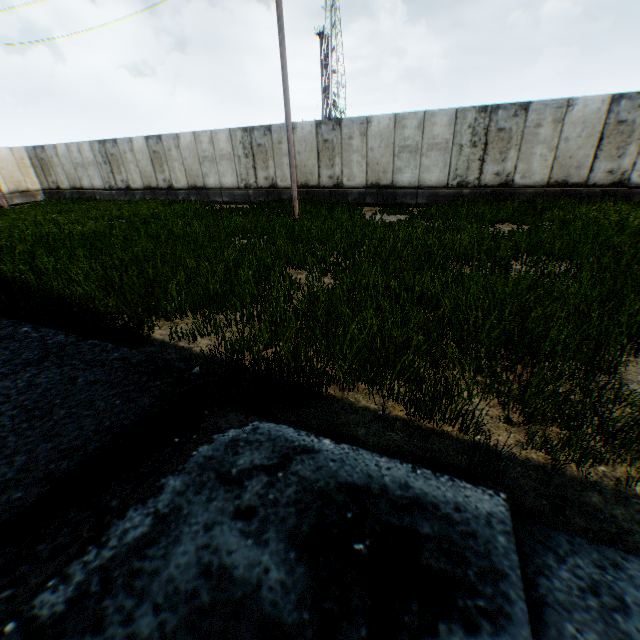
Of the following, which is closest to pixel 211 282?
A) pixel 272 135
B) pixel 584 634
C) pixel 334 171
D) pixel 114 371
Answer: pixel 114 371
